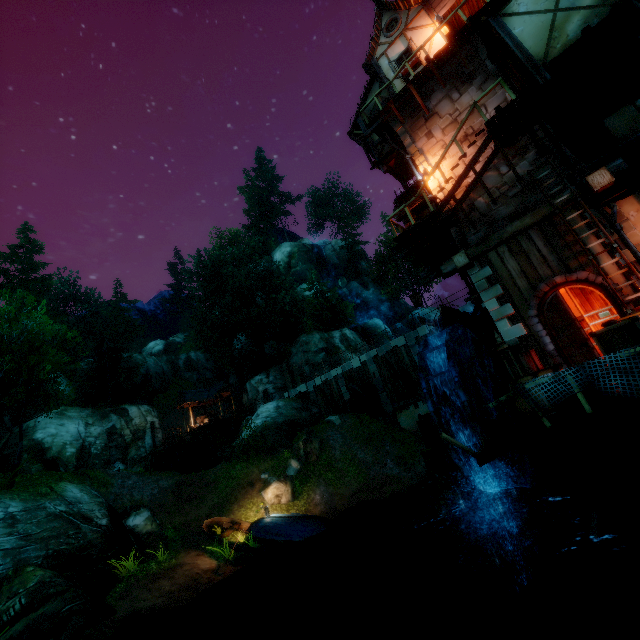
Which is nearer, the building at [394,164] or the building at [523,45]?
the building at [523,45]

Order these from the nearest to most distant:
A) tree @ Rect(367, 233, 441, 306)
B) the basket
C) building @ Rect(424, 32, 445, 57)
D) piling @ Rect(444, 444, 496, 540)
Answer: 1. the basket
2. piling @ Rect(444, 444, 496, 540)
3. building @ Rect(424, 32, 445, 57)
4. tree @ Rect(367, 233, 441, 306)

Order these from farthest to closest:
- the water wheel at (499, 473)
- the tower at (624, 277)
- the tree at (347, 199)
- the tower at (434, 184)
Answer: the tree at (347, 199) → the tower at (434, 184) → the water wheel at (499, 473) → the tower at (624, 277)

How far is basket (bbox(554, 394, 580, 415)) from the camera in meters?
6.6 m

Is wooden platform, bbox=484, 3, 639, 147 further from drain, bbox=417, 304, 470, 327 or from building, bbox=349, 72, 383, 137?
drain, bbox=417, 304, 470, 327

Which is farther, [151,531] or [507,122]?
[151,531]

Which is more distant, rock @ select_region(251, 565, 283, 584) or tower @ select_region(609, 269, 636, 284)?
rock @ select_region(251, 565, 283, 584)

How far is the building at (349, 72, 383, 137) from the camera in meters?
16.0 m
